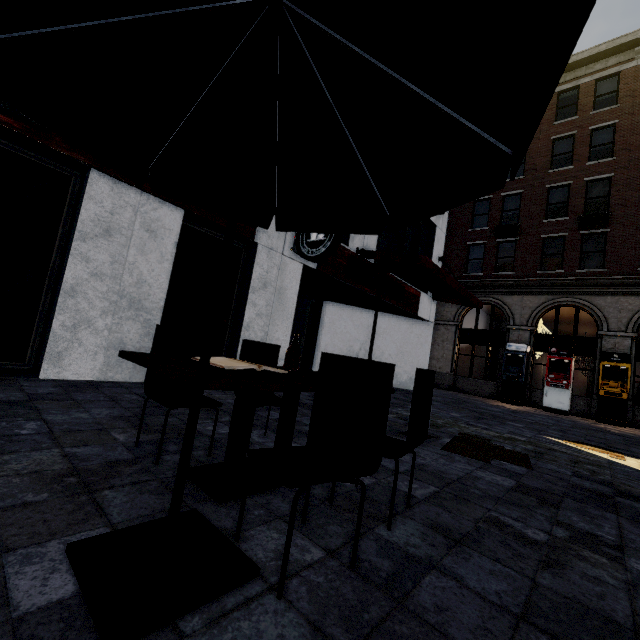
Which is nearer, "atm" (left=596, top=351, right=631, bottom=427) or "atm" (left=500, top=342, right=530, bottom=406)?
"atm" (left=596, top=351, right=631, bottom=427)

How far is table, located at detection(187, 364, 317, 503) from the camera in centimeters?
185cm

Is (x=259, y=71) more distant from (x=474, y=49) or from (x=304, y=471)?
(x=304, y=471)

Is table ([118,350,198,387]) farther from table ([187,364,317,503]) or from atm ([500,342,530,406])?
atm ([500,342,530,406])

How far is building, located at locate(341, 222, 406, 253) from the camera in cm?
920

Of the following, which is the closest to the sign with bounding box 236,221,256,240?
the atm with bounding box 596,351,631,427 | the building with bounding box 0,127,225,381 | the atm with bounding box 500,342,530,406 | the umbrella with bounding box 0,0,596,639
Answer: the building with bounding box 0,127,225,381

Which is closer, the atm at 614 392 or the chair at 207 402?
the chair at 207 402

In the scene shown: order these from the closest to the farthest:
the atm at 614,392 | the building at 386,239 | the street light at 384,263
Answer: the street light at 384,263, the building at 386,239, the atm at 614,392
